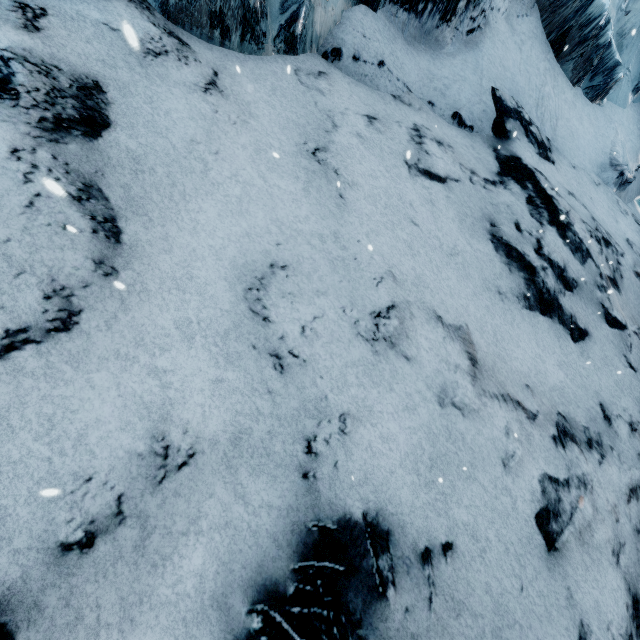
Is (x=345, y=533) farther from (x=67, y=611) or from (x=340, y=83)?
(x=340, y=83)
